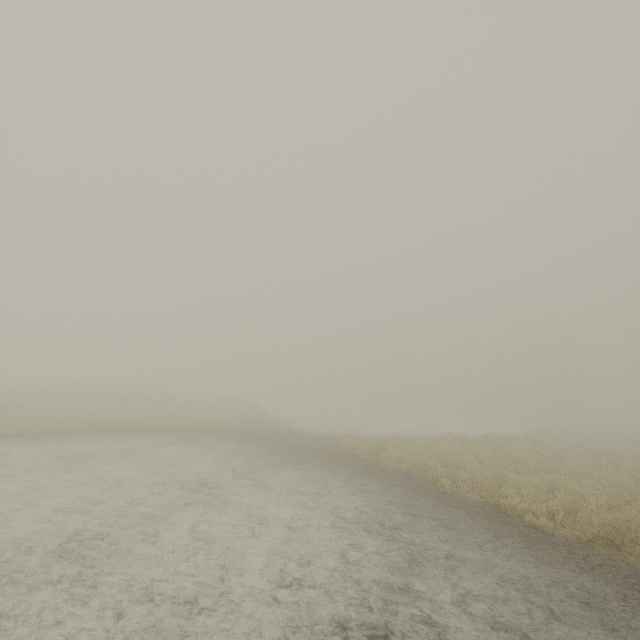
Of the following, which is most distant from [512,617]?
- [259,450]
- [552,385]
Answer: [552,385]
